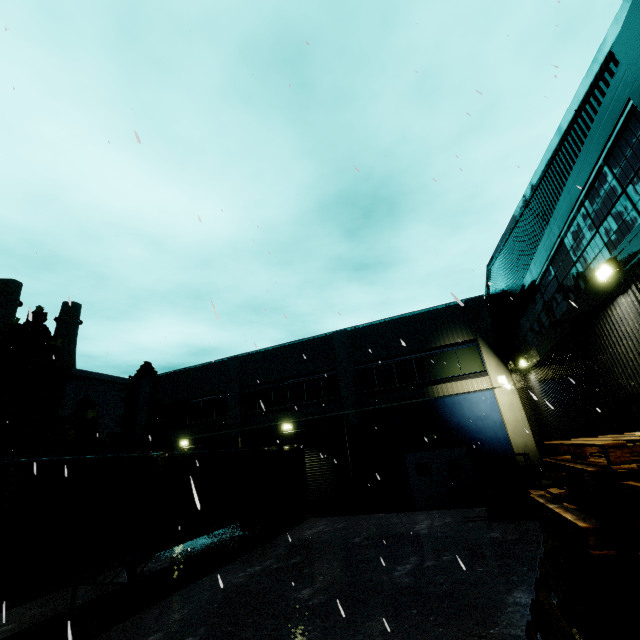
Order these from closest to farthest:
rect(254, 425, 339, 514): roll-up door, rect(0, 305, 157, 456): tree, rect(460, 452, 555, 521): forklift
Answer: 1. rect(460, 452, 555, 521): forklift
2. rect(254, 425, 339, 514): roll-up door
3. rect(0, 305, 157, 456): tree

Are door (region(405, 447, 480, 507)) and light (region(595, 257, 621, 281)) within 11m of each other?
no

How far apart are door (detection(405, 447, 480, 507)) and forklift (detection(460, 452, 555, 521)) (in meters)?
2.28

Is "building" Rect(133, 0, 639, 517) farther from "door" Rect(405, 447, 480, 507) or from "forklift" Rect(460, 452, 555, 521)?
"forklift" Rect(460, 452, 555, 521)

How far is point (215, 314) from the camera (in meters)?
3.54

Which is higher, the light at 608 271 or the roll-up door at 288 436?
the light at 608 271

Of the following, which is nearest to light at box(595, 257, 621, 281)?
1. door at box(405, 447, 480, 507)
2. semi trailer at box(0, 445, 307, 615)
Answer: semi trailer at box(0, 445, 307, 615)

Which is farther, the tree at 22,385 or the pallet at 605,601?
the tree at 22,385
